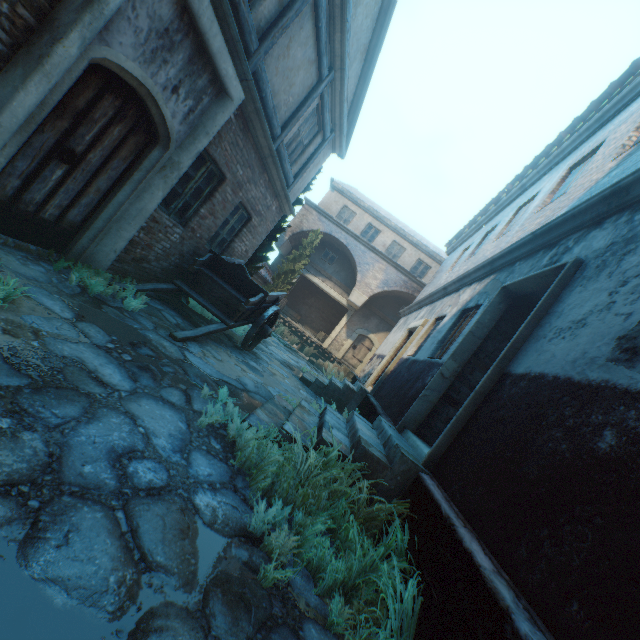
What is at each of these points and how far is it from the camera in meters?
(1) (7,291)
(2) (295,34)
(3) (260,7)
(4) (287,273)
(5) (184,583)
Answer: (1) plants, 2.8
(2) building, 5.5
(3) building, 4.6
(4) tree, 17.2
(5) ground stones, 1.7

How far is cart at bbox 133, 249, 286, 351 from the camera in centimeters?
609cm

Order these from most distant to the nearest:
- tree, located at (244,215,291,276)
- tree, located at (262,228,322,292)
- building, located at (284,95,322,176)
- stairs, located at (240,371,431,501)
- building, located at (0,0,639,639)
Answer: tree, located at (262,228,322,292), tree, located at (244,215,291,276), building, located at (284,95,322,176), stairs, located at (240,371,431,501), building, located at (0,0,639,639)

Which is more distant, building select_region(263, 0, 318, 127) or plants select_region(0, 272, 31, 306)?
building select_region(263, 0, 318, 127)

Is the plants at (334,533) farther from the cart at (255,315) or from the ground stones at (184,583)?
the cart at (255,315)

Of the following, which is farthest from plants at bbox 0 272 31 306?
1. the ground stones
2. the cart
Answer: the cart

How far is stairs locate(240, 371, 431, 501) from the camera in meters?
3.4

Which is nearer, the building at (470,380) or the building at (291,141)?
the building at (470,380)
